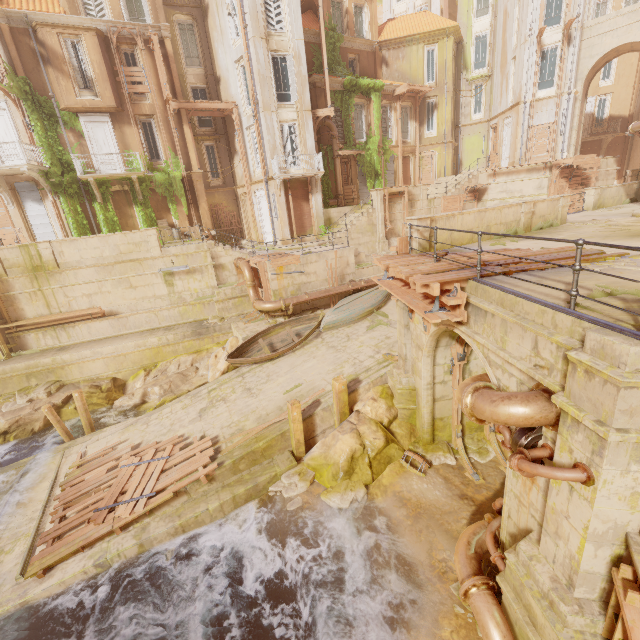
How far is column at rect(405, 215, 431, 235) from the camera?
10.0 meters

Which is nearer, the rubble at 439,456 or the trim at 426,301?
the trim at 426,301

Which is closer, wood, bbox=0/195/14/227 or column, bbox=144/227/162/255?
column, bbox=144/227/162/255

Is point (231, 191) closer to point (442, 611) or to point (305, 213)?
point (305, 213)

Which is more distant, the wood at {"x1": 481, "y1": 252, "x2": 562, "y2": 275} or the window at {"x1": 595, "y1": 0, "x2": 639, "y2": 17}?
the window at {"x1": 595, "y1": 0, "x2": 639, "y2": 17}

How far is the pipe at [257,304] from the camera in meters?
17.3 m

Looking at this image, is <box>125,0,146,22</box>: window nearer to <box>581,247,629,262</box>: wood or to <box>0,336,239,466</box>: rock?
<box>0,336,239,466</box>: rock

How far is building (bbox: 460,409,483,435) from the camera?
10.82m
